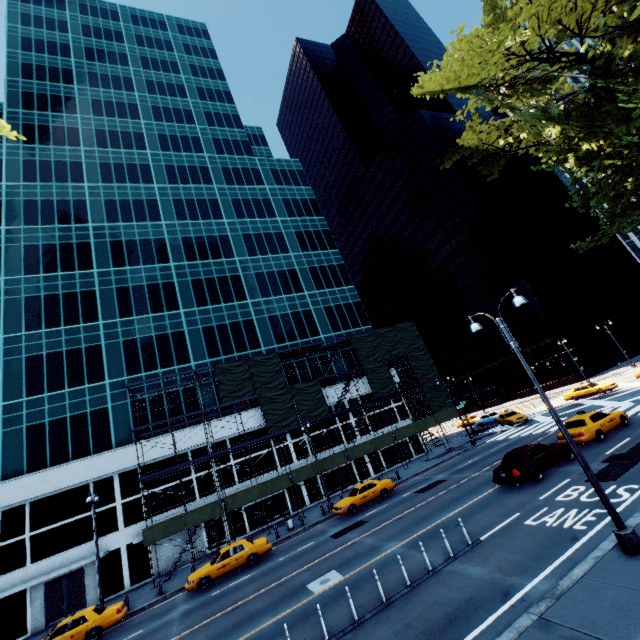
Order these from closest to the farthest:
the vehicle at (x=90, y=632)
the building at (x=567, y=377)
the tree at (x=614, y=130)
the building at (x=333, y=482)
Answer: the tree at (x=614, y=130), the vehicle at (x=90, y=632), the building at (x=333, y=482), the building at (x=567, y=377)

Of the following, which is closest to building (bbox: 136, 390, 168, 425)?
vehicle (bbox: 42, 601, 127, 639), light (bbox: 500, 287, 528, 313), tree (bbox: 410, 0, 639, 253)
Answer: vehicle (bbox: 42, 601, 127, 639)

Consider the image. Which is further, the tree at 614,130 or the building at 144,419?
the building at 144,419

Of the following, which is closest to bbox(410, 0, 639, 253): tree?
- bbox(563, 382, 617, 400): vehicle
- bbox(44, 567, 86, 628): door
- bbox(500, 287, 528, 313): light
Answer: bbox(500, 287, 528, 313): light

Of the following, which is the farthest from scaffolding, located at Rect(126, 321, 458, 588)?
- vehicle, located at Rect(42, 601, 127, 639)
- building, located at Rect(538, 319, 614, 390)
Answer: building, located at Rect(538, 319, 614, 390)

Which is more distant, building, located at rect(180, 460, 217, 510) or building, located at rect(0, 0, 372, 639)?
building, located at rect(180, 460, 217, 510)

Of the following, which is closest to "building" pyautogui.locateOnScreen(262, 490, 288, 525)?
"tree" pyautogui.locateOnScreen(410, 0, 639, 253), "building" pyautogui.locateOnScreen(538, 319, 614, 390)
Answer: "tree" pyautogui.locateOnScreen(410, 0, 639, 253)

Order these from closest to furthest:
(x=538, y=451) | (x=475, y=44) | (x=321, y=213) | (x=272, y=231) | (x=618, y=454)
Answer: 1. (x=475, y=44)
2. (x=618, y=454)
3. (x=538, y=451)
4. (x=272, y=231)
5. (x=321, y=213)
